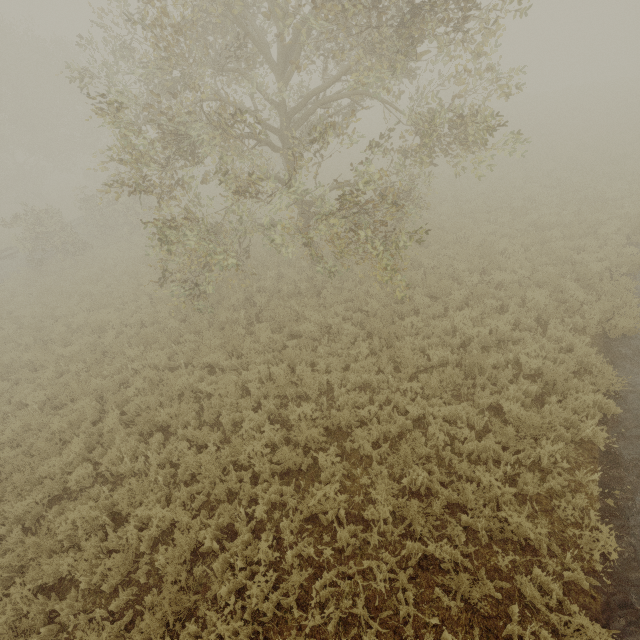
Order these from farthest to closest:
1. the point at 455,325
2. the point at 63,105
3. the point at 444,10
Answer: the point at 63,105 → the point at 455,325 → the point at 444,10
